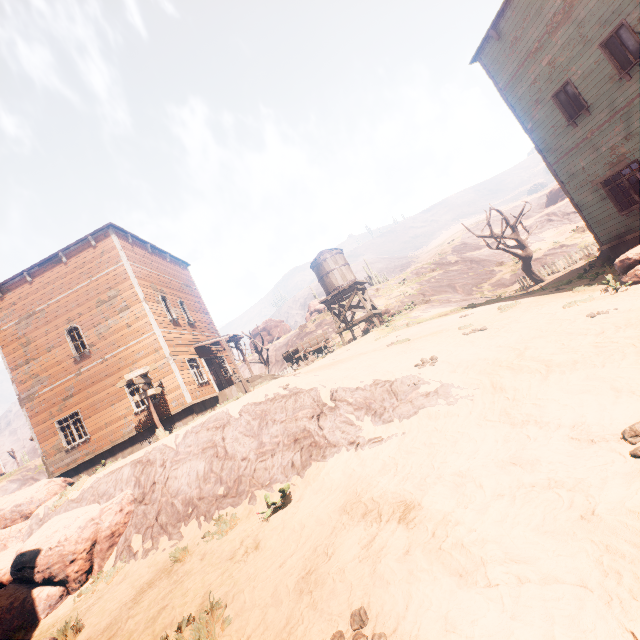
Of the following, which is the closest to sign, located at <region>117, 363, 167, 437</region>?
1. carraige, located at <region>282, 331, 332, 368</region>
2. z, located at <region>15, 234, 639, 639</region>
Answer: z, located at <region>15, 234, 639, 639</region>

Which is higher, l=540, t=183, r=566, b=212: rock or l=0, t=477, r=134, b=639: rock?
l=540, t=183, r=566, b=212: rock

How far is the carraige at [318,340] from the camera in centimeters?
2062cm

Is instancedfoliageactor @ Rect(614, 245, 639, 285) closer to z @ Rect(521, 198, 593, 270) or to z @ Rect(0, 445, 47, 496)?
z @ Rect(0, 445, 47, 496)

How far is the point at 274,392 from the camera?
9.90m

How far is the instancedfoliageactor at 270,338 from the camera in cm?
2475

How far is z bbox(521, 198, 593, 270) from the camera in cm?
2897

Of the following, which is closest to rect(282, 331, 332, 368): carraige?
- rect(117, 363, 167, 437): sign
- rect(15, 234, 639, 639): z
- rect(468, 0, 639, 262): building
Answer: rect(468, 0, 639, 262): building
